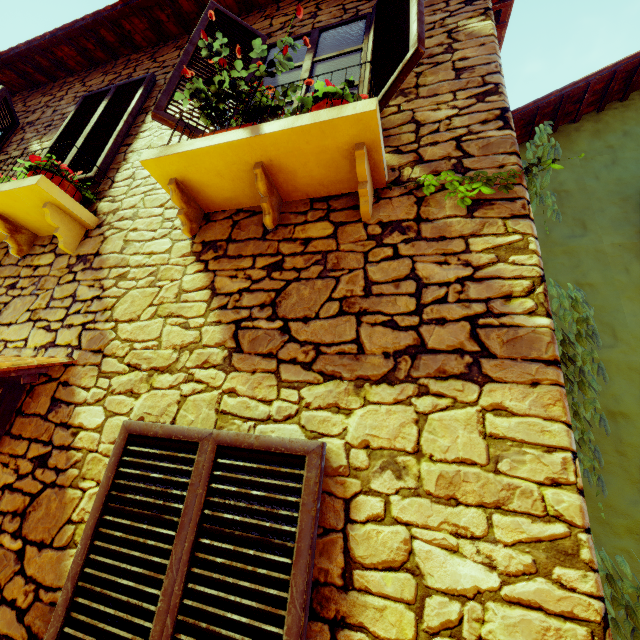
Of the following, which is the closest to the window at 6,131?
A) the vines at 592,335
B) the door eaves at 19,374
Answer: the vines at 592,335

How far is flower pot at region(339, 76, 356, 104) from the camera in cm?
184

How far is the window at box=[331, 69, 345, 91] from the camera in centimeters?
257cm

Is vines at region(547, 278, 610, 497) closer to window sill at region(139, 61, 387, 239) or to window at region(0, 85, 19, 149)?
window at region(0, 85, 19, 149)

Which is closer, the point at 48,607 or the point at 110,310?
the point at 48,607

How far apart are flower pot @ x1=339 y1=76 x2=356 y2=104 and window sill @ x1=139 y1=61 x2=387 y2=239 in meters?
0.0 m

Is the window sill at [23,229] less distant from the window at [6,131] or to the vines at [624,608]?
the window at [6,131]
